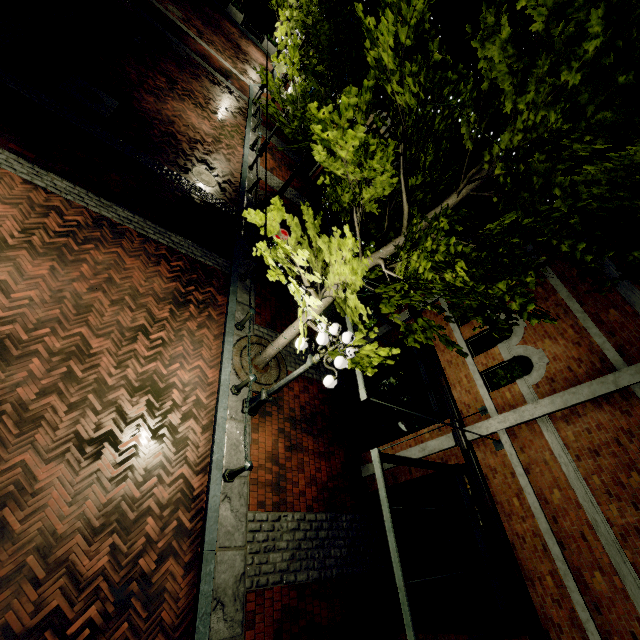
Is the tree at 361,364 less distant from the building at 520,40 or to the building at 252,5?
the building at 520,40

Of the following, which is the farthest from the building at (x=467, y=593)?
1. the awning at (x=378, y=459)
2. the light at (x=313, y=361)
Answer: the light at (x=313, y=361)

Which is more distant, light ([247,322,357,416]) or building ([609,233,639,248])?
building ([609,233,639,248])

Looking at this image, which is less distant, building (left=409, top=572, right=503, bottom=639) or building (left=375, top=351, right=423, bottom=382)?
building (left=409, top=572, right=503, bottom=639)

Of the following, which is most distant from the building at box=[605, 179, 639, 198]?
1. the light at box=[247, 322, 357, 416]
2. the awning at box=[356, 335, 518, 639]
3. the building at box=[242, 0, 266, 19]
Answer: the building at box=[242, 0, 266, 19]

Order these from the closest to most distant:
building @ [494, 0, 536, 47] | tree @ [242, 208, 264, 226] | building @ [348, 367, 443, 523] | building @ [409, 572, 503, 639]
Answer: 1. tree @ [242, 208, 264, 226]
2. building @ [409, 572, 503, 639]
3. building @ [348, 367, 443, 523]
4. building @ [494, 0, 536, 47]

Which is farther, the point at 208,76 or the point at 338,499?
the point at 208,76
